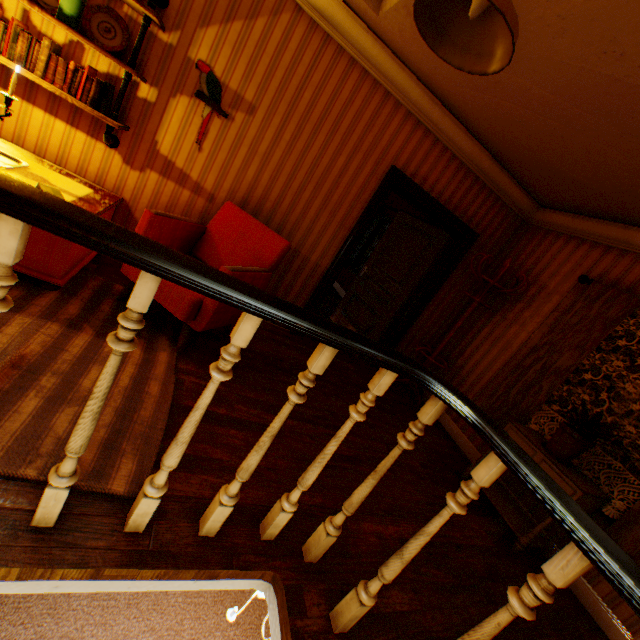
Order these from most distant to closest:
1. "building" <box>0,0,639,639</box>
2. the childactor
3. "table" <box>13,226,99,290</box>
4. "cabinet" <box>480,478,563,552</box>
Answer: the childactor → "cabinet" <box>480,478,563,552</box> → "table" <box>13,226,99,290</box> → "building" <box>0,0,639,639</box>

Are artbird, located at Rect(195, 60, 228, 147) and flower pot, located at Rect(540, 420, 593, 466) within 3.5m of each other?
no

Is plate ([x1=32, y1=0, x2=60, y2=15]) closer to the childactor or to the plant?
the childactor

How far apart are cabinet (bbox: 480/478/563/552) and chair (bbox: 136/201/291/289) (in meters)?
2.82

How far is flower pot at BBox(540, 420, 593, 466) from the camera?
2.83m

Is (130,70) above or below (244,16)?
below

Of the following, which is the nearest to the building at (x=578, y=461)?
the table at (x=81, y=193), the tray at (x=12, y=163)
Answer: the table at (x=81, y=193)

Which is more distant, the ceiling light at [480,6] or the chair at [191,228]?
the chair at [191,228]
